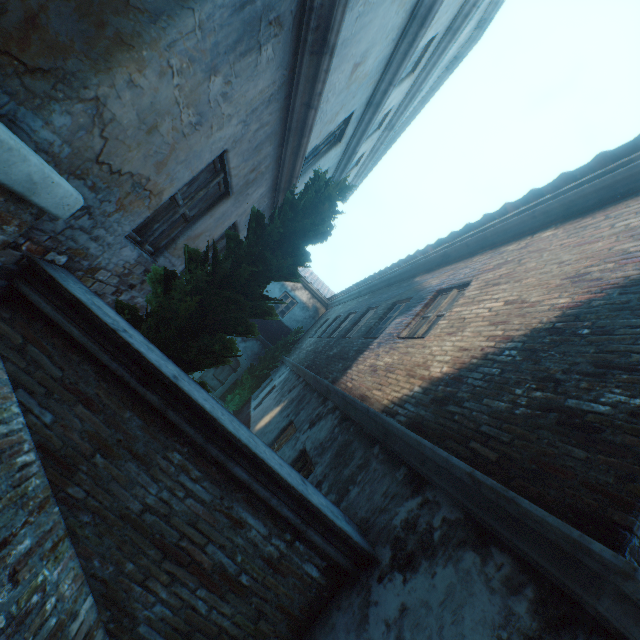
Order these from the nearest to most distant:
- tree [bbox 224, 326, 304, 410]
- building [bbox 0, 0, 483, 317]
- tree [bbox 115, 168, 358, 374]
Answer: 1. building [bbox 0, 0, 483, 317]
2. tree [bbox 115, 168, 358, 374]
3. tree [bbox 224, 326, 304, 410]

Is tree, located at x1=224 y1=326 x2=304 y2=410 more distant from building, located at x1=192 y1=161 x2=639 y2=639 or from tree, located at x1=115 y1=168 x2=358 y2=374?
building, located at x1=192 y1=161 x2=639 y2=639

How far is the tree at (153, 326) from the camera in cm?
320

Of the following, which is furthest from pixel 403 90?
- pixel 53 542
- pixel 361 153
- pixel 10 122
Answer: pixel 53 542

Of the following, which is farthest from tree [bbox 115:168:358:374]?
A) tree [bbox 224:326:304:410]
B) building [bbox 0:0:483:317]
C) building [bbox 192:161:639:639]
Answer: building [bbox 192:161:639:639]

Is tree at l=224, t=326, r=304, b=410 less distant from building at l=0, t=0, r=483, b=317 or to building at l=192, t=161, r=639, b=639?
building at l=0, t=0, r=483, b=317

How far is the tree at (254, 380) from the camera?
16.1m

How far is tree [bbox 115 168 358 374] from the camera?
3.20m
